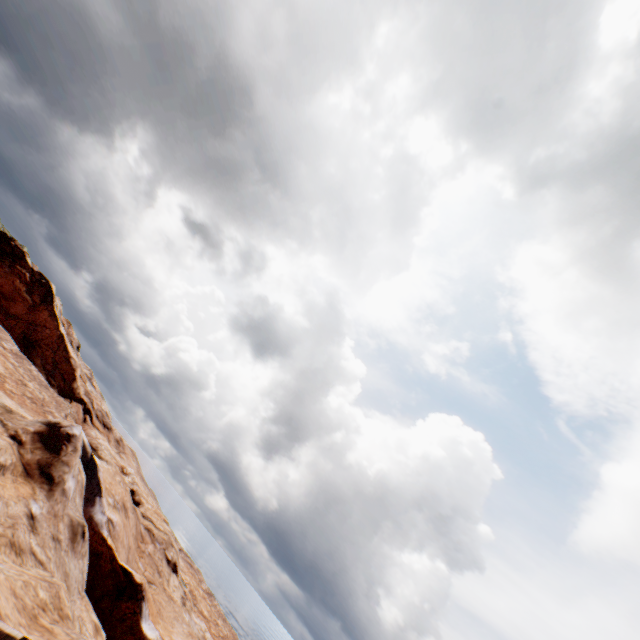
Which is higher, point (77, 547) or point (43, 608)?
point (43, 608)
